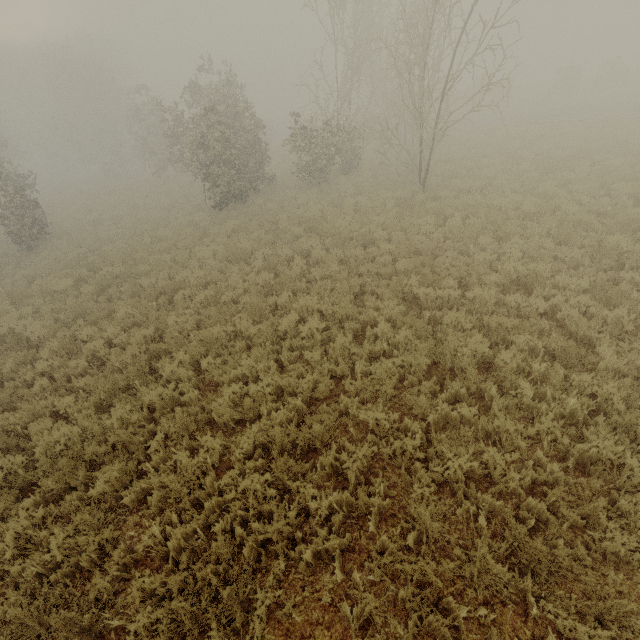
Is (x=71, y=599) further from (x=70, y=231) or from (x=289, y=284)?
(x=70, y=231)
